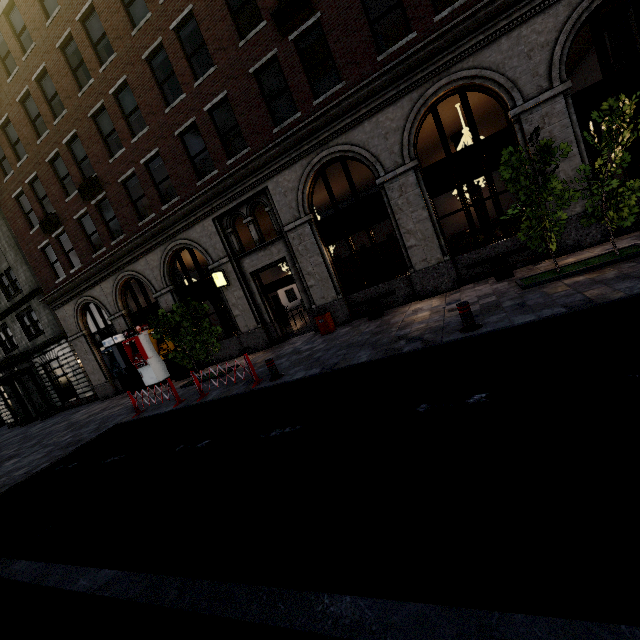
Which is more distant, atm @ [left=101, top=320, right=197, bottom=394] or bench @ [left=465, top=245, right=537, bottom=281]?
atm @ [left=101, top=320, right=197, bottom=394]

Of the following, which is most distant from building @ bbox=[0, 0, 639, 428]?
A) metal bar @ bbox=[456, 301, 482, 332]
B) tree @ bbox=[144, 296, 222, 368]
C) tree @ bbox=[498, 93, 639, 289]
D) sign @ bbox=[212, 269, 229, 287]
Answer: metal bar @ bbox=[456, 301, 482, 332]

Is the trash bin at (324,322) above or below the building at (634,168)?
below

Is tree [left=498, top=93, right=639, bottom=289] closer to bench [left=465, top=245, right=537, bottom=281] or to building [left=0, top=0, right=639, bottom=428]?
bench [left=465, top=245, right=537, bottom=281]

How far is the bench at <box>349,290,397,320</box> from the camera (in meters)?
11.07

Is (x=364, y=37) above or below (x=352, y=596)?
above

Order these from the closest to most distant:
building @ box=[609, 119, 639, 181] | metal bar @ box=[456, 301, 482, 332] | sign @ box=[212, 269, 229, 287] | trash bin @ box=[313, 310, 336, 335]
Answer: metal bar @ box=[456, 301, 482, 332]
building @ box=[609, 119, 639, 181]
trash bin @ box=[313, 310, 336, 335]
sign @ box=[212, 269, 229, 287]

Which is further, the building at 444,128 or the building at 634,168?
the building at 444,128
